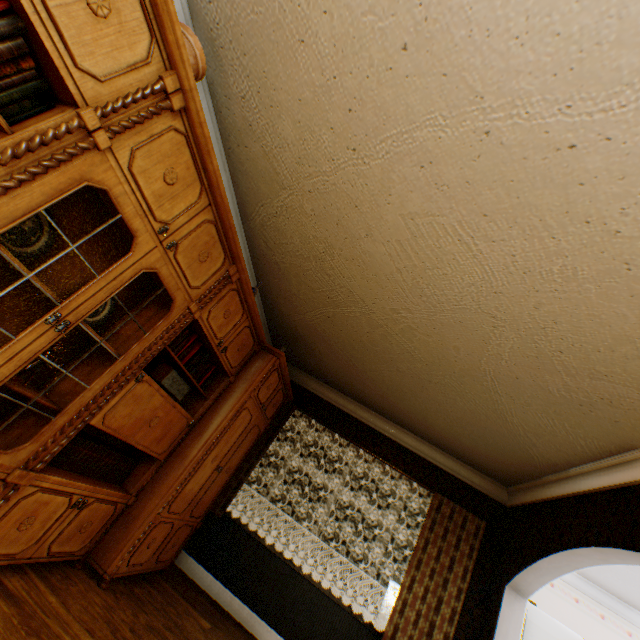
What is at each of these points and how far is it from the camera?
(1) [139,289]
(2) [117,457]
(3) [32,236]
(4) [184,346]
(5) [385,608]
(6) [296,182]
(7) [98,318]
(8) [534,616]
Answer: (1) cabinet, 2.5 meters
(2) book row, 2.8 meters
(3) plate, 1.7 meters
(4) book row, 2.8 meters
(5) gate, 16.2 meters
(6) building, 2.6 meters
(7) plate, 2.2 meters
(8) refrigerator, 3.8 meters

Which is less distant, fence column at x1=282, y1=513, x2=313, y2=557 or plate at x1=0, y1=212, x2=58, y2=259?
plate at x1=0, y1=212, x2=58, y2=259

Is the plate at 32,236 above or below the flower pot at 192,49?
below

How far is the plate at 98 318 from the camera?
2.15m

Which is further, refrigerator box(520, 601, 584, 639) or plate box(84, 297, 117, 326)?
refrigerator box(520, 601, 584, 639)

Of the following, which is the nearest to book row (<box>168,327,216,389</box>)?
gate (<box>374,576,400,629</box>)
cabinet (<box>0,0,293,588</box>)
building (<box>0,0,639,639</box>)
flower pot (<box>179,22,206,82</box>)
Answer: cabinet (<box>0,0,293,588</box>)

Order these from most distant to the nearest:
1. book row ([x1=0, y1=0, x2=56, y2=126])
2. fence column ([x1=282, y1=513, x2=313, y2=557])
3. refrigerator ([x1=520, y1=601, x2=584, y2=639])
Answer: fence column ([x1=282, y1=513, x2=313, y2=557]), refrigerator ([x1=520, y1=601, x2=584, y2=639]), book row ([x1=0, y1=0, x2=56, y2=126])

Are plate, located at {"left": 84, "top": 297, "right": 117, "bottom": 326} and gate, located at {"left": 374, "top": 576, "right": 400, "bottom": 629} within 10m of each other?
no
